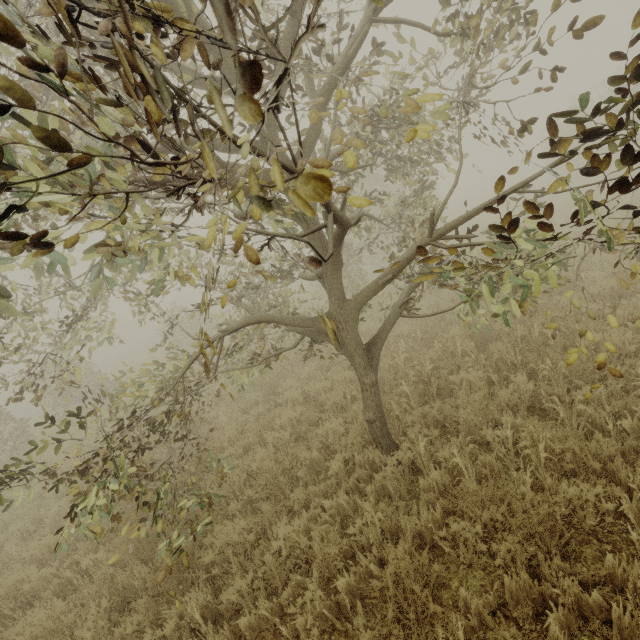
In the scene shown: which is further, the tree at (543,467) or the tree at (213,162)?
the tree at (543,467)

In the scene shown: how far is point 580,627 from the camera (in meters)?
2.55

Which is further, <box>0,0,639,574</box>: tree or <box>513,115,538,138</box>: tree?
<box>513,115,538,138</box>: tree

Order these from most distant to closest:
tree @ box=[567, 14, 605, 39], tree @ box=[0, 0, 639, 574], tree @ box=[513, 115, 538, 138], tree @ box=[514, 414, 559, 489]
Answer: tree @ box=[514, 414, 559, 489], tree @ box=[513, 115, 538, 138], tree @ box=[567, 14, 605, 39], tree @ box=[0, 0, 639, 574]

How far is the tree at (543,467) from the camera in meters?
3.4

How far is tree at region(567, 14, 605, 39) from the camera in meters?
2.0 m
